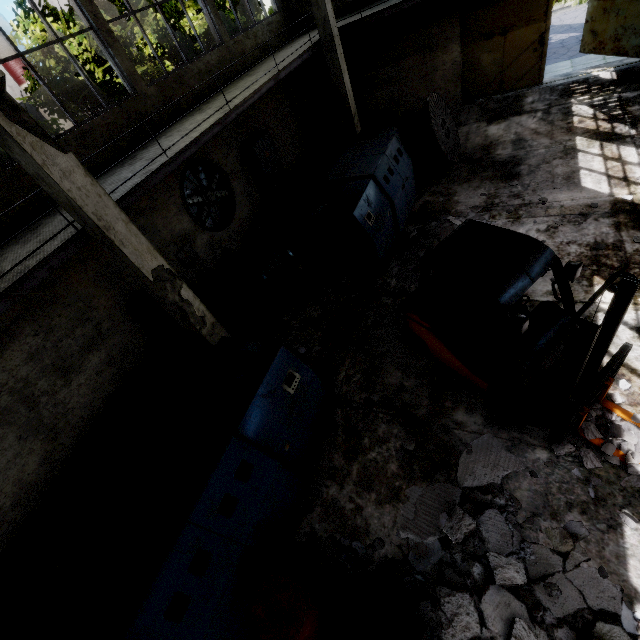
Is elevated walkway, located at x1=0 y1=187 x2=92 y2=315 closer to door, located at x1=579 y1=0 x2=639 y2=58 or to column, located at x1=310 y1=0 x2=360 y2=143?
column, located at x1=310 y1=0 x2=360 y2=143

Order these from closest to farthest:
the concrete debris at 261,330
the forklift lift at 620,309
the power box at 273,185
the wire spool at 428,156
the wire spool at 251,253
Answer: the forklift lift at 620,309
the wire spool at 251,253
the concrete debris at 261,330
the wire spool at 428,156
the power box at 273,185

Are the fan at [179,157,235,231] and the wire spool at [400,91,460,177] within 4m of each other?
no

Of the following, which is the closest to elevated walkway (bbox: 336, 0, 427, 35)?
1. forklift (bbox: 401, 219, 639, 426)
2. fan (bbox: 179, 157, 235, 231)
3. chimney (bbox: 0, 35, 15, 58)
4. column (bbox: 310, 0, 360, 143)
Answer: column (bbox: 310, 0, 360, 143)

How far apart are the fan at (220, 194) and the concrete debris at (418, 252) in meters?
5.7

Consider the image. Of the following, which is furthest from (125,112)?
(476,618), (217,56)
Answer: (476,618)

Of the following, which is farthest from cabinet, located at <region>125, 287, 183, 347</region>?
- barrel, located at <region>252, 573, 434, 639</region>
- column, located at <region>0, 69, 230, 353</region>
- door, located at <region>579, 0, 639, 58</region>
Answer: door, located at <region>579, 0, 639, 58</region>

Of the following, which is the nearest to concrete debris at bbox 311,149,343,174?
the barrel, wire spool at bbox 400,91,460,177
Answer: wire spool at bbox 400,91,460,177
